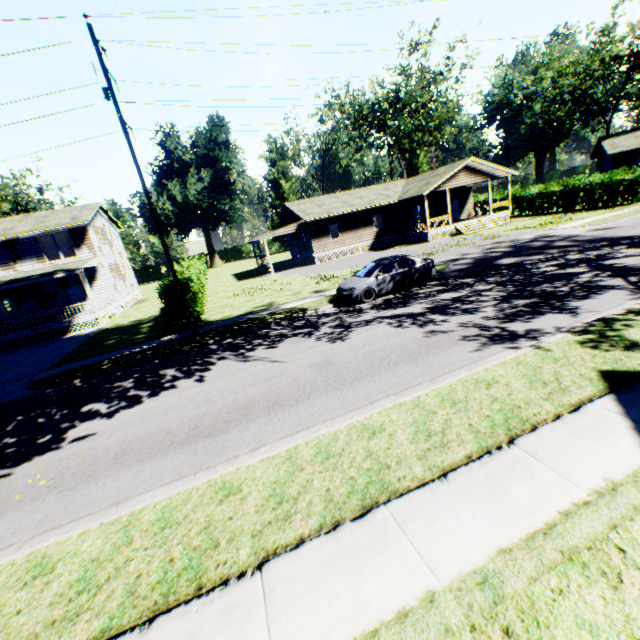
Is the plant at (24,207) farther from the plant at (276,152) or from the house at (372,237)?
the house at (372,237)

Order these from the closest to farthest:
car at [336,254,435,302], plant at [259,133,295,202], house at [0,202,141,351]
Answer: car at [336,254,435,302] → house at [0,202,141,351] → plant at [259,133,295,202]

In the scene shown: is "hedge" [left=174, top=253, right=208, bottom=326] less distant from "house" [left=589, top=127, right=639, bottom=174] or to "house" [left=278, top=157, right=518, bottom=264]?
"house" [left=278, top=157, right=518, bottom=264]

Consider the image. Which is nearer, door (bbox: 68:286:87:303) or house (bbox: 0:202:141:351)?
house (bbox: 0:202:141:351)

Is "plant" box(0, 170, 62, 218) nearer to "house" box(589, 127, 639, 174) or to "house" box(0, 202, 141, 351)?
"house" box(0, 202, 141, 351)

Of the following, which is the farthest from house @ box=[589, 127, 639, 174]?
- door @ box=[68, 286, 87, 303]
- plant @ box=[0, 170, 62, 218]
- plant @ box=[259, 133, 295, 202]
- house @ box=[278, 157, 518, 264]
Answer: plant @ box=[0, 170, 62, 218]

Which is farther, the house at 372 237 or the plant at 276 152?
the plant at 276 152

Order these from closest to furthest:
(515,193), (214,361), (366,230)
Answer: (214,361) < (366,230) < (515,193)
